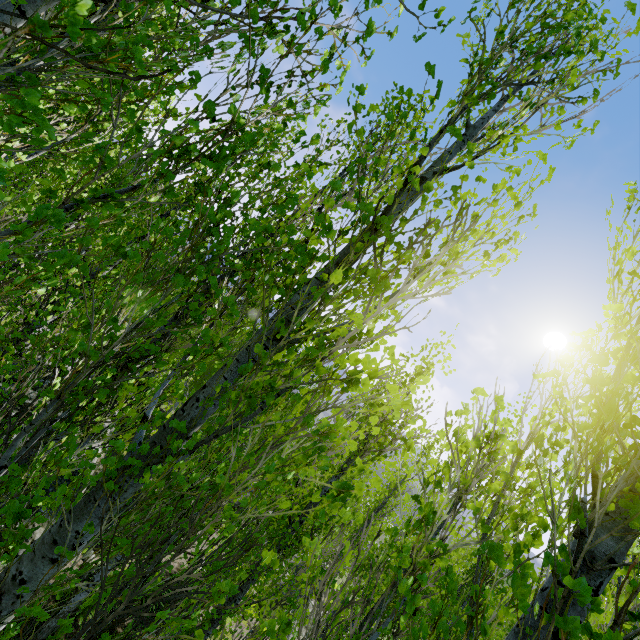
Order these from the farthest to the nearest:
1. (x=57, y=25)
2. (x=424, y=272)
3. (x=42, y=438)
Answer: (x=42, y=438) < (x=424, y=272) < (x=57, y=25)
